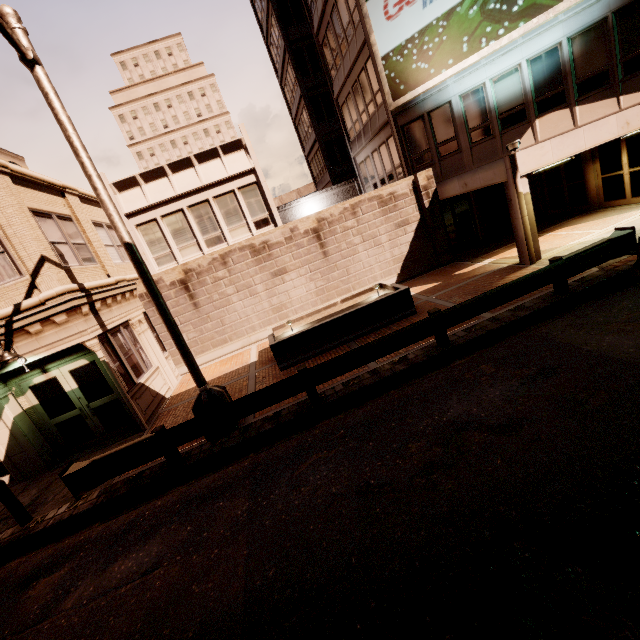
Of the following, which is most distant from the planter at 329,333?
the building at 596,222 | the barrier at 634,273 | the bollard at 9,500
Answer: the bollard at 9,500

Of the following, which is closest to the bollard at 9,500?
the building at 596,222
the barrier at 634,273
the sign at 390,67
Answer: the building at 596,222

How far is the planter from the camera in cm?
1039

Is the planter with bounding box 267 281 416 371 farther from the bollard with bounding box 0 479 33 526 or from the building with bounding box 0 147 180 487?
the bollard with bounding box 0 479 33 526

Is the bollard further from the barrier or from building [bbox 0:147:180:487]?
the barrier

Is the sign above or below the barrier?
above

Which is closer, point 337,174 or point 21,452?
point 21,452

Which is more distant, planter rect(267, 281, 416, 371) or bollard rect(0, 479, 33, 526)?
planter rect(267, 281, 416, 371)
